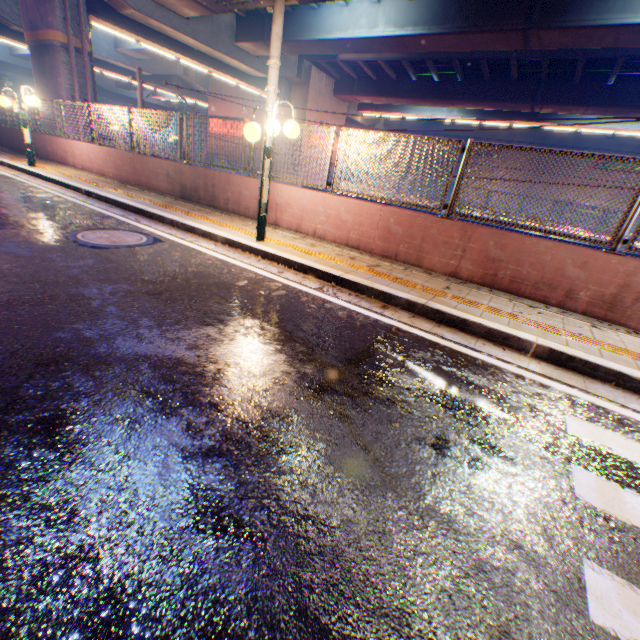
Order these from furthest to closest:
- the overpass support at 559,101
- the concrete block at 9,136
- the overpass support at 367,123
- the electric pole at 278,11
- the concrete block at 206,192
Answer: the overpass support at 367,123, the concrete block at 9,136, the overpass support at 559,101, the concrete block at 206,192, the electric pole at 278,11

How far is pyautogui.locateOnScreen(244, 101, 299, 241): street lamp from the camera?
5.2 meters

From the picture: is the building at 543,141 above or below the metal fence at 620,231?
above

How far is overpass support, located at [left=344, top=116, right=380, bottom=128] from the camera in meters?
33.6

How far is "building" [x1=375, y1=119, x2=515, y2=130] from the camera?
41.8 meters

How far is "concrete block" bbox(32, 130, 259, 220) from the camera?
8.35m

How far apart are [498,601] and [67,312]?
3.9m
